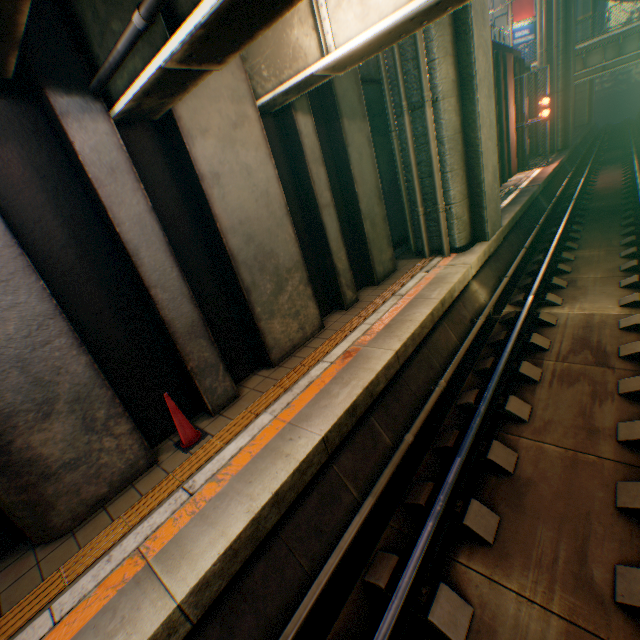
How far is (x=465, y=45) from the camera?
7.39m

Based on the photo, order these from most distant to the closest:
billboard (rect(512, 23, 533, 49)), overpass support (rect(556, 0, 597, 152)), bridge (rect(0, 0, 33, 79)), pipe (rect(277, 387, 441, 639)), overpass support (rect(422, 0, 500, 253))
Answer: billboard (rect(512, 23, 533, 49)) → overpass support (rect(556, 0, 597, 152)) → overpass support (rect(422, 0, 500, 253)) → pipe (rect(277, 387, 441, 639)) → bridge (rect(0, 0, 33, 79))

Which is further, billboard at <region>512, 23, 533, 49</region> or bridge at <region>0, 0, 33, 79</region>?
billboard at <region>512, 23, 533, 49</region>

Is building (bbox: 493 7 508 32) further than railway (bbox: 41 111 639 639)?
Yes

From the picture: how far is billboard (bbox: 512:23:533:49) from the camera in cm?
3023

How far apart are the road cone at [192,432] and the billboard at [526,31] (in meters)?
42.21

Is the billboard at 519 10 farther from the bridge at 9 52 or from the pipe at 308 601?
the bridge at 9 52

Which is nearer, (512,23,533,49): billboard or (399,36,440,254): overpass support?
(399,36,440,254): overpass support
